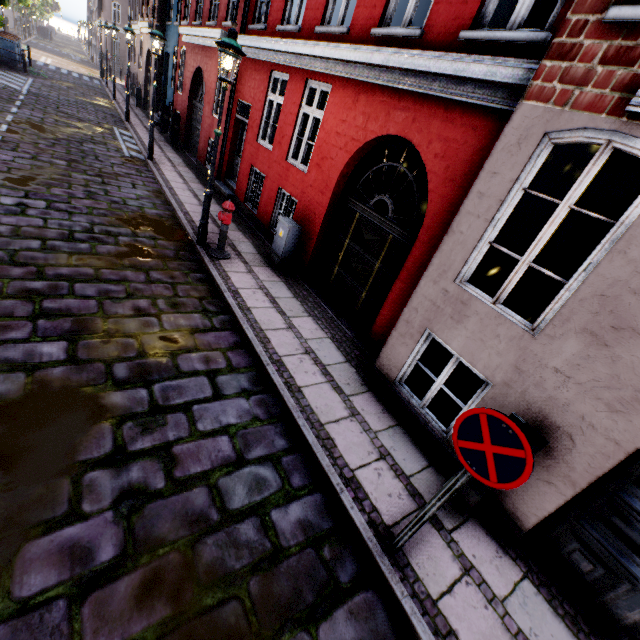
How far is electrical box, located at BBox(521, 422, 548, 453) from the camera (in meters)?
3.08

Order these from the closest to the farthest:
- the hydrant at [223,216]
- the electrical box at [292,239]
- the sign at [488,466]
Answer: the sign at [488,466] < the hydrant at [223,216] < the electrical box at [292,239]

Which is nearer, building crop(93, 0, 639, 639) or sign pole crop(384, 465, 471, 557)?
sign pole crop(384, 465, 471, 557)

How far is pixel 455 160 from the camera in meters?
4.5 m

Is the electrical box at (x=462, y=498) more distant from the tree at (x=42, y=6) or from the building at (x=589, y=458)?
the tree at (x=42, y=6)

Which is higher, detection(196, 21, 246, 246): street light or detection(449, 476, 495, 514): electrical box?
detection(196, 21, 246, 246): street light

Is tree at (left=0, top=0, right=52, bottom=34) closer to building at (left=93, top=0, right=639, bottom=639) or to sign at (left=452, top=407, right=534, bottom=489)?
building at (left=93, top=0, right=639, bottom=639)

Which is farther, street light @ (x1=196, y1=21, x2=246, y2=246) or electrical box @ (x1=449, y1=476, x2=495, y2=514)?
street light @ (x1=196, y1=21, x2=246, y2=246)
